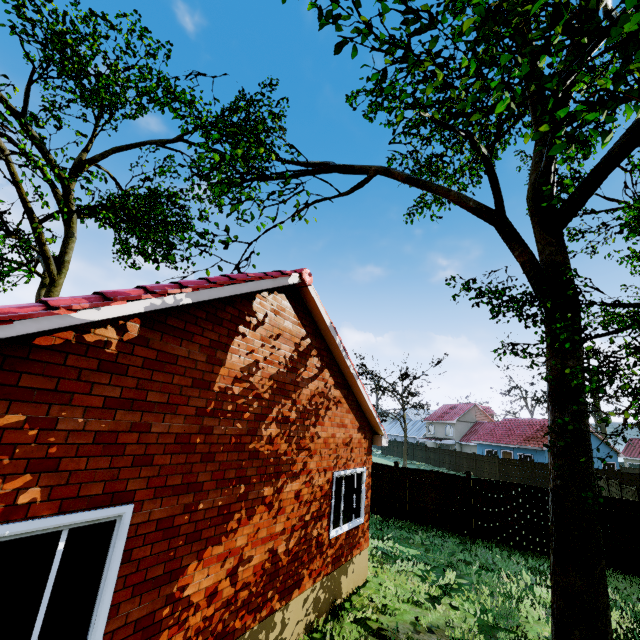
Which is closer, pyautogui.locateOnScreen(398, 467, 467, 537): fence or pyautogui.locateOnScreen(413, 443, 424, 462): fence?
pyautogui.locateOnScreen(398, 467, 467, 537): fence

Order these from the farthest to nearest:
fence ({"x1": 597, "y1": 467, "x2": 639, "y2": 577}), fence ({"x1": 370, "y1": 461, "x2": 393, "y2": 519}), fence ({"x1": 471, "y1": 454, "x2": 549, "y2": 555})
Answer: fence ({"x1": 370, "y1": 461, "x2": 393, "y2": 519})
fence ({"x1": 471, "y1": 454, "x2": 549, "y2": 555})
fence ({"x1": 597, "y1": 467, "x2": 639, "y2": 577})

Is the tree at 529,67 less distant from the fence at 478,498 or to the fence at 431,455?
the fence at 478,498

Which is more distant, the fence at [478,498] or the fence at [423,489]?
the fence at [423,489]

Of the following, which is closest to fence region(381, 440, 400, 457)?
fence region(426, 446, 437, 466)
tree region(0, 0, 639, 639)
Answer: fence region(426, 446, 437, 466)

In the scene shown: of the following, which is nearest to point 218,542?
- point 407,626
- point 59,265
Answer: point 407,626
